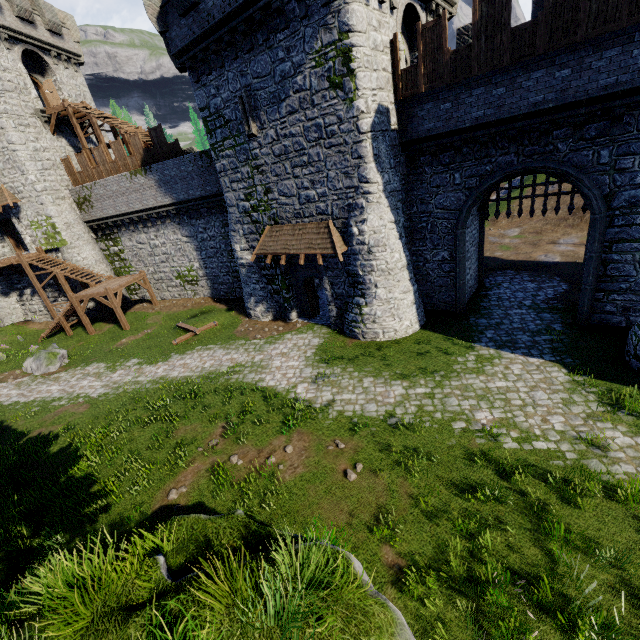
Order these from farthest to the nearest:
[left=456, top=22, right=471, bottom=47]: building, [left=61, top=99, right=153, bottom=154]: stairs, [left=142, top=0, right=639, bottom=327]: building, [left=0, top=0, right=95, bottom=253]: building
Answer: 1. [left=61, top=99, right=153, bottom=154]: stairs
2. [left=0, top=0, right=95, bottom=253]: building
3. [left=456, top=22, right=471, bottom=47]: building
4. [left=142, top=0, right=639, bottom=327]: building

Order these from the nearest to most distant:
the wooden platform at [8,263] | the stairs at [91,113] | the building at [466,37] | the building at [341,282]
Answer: the building at [466,37] → the building at [341,282] → the stairs at [91,113] → the wooden platform at [8,263]

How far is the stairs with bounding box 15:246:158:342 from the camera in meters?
22.5 m

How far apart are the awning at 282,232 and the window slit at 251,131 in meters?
4.1

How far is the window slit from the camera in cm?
1471

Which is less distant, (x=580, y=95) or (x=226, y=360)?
(x=580, y=95)

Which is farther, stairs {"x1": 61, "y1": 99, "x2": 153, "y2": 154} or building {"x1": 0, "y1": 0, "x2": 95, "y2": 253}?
stairs {"x1": 61, "y1": 99, "x2": 153, "y2": 154}

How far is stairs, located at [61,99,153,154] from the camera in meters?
22.9 m
